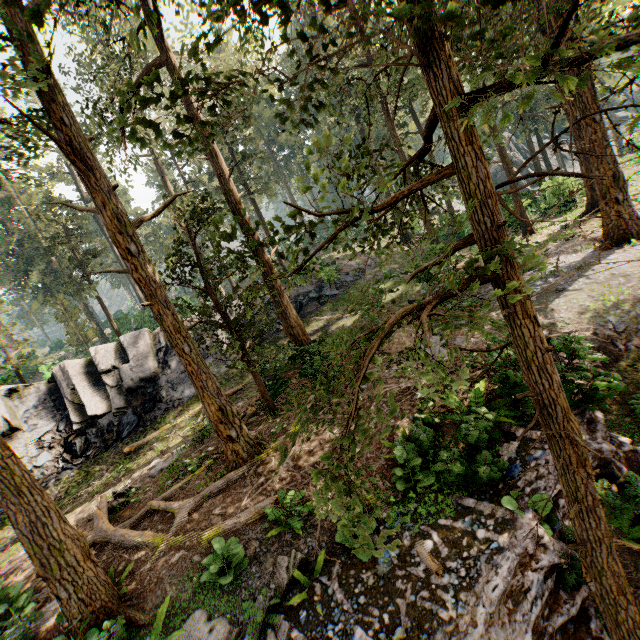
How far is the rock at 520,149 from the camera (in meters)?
47.66

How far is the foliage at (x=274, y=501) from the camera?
7.7 meters

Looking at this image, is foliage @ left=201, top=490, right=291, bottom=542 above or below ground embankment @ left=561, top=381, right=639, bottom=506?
above

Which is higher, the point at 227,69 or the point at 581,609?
the point at 227,69

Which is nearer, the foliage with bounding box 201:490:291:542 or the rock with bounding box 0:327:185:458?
the foliage with bounding box 201:490:291:542

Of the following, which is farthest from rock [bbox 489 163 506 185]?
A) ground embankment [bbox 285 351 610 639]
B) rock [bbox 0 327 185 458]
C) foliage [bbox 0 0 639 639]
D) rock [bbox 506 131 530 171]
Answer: ground embankment [bbox 285 351 610 639]

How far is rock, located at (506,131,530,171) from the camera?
47.66m
